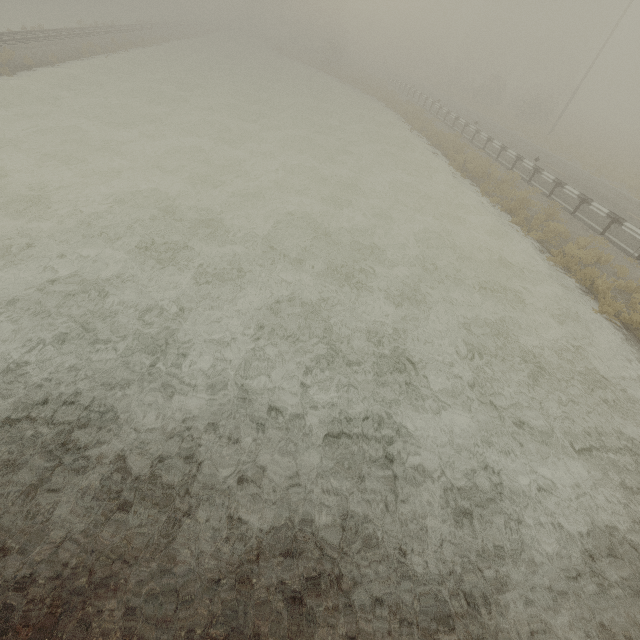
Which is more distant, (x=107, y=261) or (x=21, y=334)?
(x=107, y=261)
